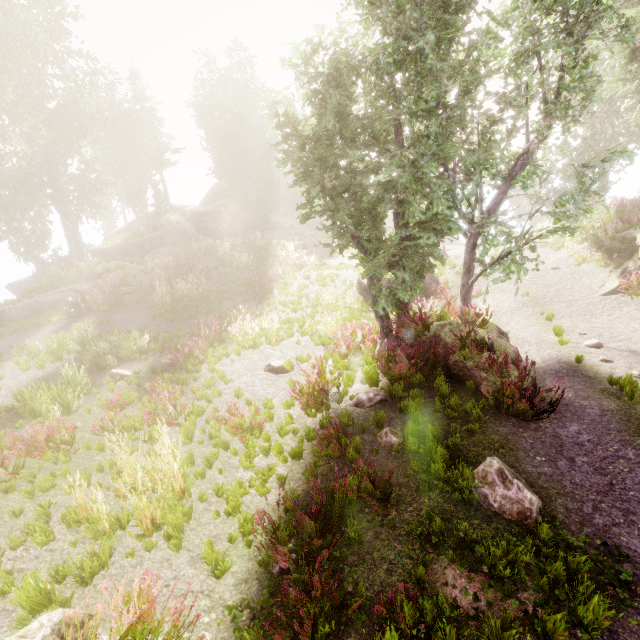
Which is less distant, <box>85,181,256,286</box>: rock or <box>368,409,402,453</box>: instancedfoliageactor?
<box>368,409,402,453</box>: instancedfoliageactor

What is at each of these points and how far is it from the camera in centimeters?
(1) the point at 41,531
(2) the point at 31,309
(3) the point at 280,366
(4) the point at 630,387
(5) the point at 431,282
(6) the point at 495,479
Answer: (1) instancedfoliageactor, 527cm
(2) rock, 1888cm
(3) instancedfoliageactor, 1005cm
(4) instancedfoliageactor, 661cm
(5) rock, 1562cm
(6) instancedfoliageactor, 498cm

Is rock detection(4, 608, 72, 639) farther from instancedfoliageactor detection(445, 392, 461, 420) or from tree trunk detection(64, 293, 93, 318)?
tree trunk detection(64, 293, 93, 318)

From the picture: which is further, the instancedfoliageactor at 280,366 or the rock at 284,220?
the rock at 284,220

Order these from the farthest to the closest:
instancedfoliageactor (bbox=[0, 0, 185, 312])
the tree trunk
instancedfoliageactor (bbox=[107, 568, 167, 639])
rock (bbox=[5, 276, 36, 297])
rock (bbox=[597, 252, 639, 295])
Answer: rock (bbox=[5, 276, 36, 297])
instancedfoliageactor (bbox=[0, 0, 185, 312])
the tree trunk
rock (bbox=[597, 252, 639, 295])
instancedfoliageactor (bbox=[107, 568, 167, 639])

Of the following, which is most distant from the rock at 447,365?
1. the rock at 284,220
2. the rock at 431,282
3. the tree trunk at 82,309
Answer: the tree trunk at 82,309

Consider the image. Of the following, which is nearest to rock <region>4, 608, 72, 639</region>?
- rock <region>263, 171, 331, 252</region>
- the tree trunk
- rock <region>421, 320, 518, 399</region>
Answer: rock <region>421, 320, 518, 399</region>

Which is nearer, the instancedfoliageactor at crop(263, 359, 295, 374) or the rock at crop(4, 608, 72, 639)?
the rock at crop(4, 608, 72, 639)
